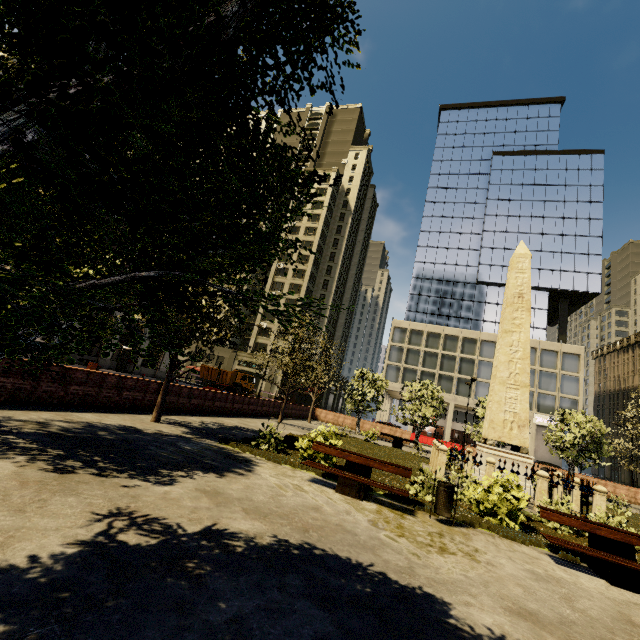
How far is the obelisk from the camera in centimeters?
1341cm

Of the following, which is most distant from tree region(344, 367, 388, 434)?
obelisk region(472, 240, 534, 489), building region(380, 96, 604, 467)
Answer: building region(380, 96, 604, 467)

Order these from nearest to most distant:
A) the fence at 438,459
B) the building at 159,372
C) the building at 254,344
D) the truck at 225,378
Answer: the fence at 438,459 < the building at 159,372 < the truck at 225,378 < the building at 254,344

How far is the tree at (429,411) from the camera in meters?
26.3 m

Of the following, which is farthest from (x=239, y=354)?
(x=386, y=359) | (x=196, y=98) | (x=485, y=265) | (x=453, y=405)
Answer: (x=196, y=98)

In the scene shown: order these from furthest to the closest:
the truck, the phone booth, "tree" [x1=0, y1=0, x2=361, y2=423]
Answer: the truck, the phone booth, "tree" [x1=0, y1=0, x2=361, y2=423]

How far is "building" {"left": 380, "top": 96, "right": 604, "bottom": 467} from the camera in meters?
44.8 m

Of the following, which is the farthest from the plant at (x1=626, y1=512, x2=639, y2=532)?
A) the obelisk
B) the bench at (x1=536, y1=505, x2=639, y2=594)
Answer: the obelisk
